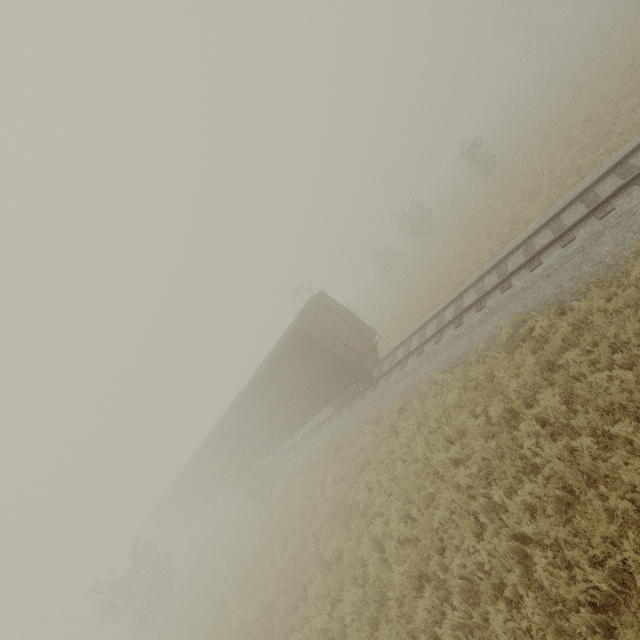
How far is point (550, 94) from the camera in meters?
24.5 m

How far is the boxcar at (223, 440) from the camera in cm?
1459

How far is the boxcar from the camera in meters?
14.6
